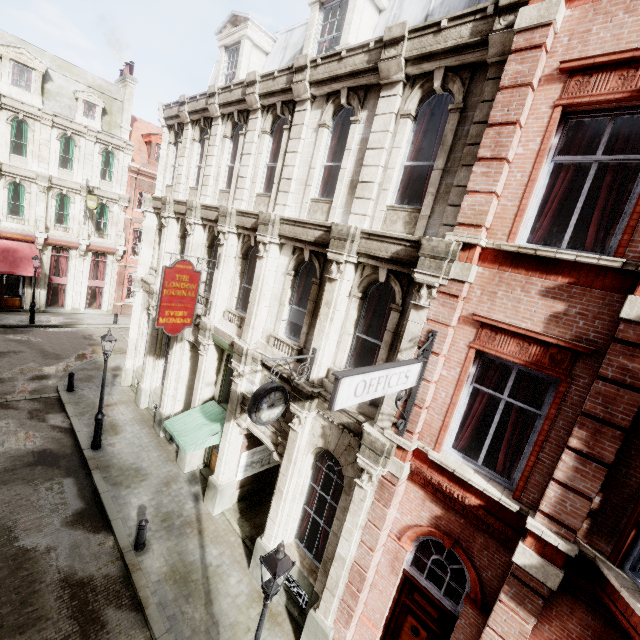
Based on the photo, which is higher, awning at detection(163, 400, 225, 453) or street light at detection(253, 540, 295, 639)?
street light at detection(253, 540, 295, 639)

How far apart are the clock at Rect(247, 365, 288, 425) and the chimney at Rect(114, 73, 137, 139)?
28.4m

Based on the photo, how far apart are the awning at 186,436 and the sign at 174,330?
2.9 meters

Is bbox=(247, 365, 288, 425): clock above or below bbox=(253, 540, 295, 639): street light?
above

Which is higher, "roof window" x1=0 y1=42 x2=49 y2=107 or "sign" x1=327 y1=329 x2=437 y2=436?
"roof window" x1=0 y1=42 x2=49 y2=107

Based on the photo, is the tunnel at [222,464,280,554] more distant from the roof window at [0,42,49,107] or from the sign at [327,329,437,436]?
the roof window at [0,42,49,107]

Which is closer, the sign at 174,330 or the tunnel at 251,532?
the sign at 174,330

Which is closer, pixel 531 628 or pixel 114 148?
pixel 531 628
